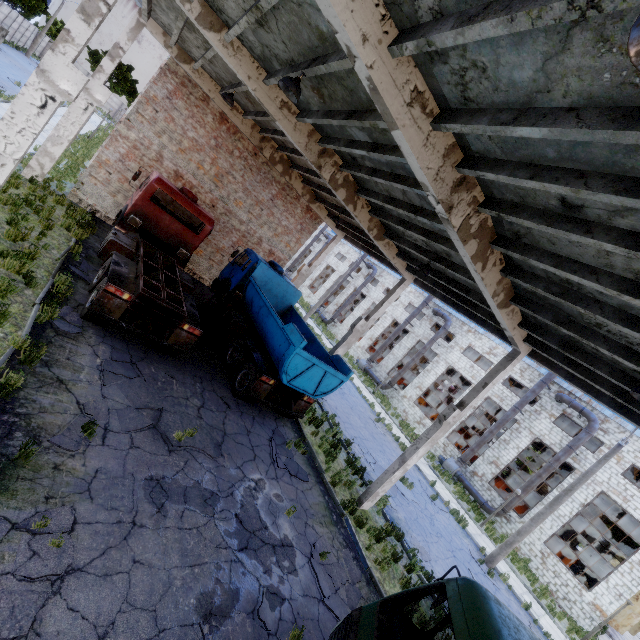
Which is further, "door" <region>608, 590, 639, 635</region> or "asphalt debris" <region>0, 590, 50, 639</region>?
"door" <region>608, 590, 639, 635</region>

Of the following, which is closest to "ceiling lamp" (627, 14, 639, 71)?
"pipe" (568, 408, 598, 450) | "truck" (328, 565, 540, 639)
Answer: "truck" (328, 565, 540, 639)

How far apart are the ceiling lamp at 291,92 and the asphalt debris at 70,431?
7.5m

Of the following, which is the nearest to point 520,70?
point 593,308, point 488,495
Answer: point 593,308

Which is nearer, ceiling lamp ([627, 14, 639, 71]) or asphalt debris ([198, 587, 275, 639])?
ceiling lamp ([627, 14, 639, 71])

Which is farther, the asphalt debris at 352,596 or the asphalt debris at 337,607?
the asphalt debris at 352,596

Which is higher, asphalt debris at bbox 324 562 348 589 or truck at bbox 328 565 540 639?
truck at bbox 328 565 540 639

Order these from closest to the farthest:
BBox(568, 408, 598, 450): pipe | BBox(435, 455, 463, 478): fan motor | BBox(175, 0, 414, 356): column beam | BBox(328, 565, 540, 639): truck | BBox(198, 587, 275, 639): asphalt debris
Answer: BBox(328, 565, 540, 639): truck
BBox(198, 587, 275, 639): asphalt debris
BBox(175, 0, 414, 356): column beam
BBox(568, 408, 598, 450): pipe
BBox(435, 455, 463, 478): fan motor
